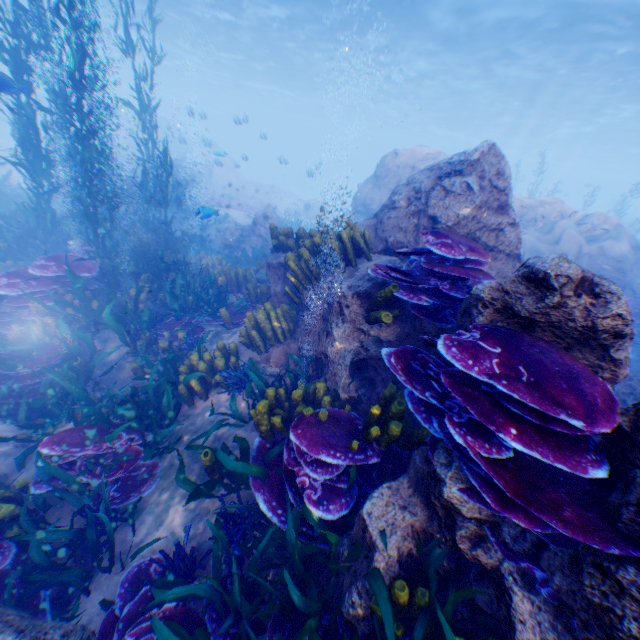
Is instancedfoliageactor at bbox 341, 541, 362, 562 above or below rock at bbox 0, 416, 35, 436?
above

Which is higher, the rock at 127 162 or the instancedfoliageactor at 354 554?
the rock at 127 162

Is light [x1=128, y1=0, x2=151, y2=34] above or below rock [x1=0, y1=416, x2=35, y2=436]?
above

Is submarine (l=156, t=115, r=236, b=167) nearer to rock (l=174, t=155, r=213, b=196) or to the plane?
rock (l=174, t=155, r=213, b=196)

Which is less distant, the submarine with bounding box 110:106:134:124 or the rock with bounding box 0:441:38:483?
the rock with bounding box 0:441:38:483

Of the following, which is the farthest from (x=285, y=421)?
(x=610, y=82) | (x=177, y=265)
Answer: (x=610, y=82)

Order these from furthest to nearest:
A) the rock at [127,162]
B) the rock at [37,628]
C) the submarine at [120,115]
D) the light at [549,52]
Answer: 1. the submarine at [120,115]
2. the light at [549,52]
3. the rock at [127,162]
4. the rock at [37,628]

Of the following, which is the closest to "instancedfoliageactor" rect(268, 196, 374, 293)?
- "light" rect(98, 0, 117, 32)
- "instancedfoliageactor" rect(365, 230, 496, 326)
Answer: "instancedfoliageactor" rect(365, 230, 496, 326)
